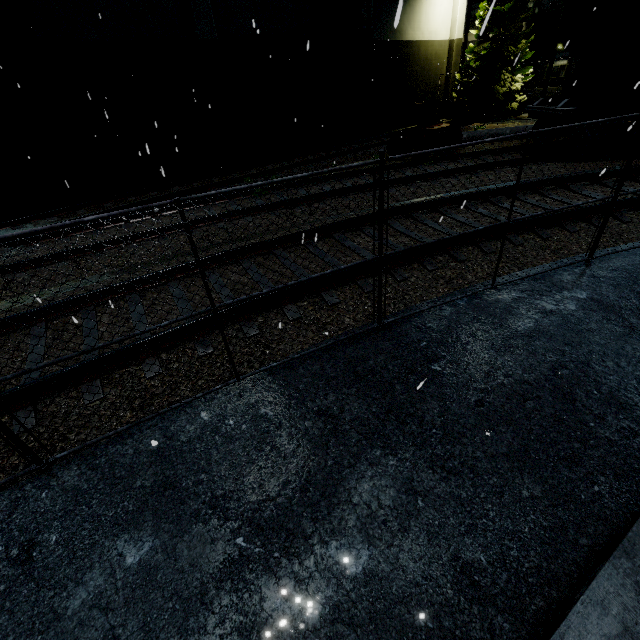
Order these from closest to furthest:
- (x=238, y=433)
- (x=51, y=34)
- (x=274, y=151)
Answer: (x=238, y=433)
(x=51, y=34)
(x=274, y=151)

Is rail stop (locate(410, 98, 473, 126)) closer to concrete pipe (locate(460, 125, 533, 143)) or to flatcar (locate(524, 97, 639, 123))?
concrete pipe (locate(460, 125, 533, 143))

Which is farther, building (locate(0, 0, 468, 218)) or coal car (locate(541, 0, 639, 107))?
building (locate(0, 0, 468, 218))

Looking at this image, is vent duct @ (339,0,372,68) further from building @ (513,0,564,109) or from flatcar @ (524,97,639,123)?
flatcar @ (524,97,639,123)

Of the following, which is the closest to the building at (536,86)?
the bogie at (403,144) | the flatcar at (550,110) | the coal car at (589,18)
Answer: the coal car at (589,18)

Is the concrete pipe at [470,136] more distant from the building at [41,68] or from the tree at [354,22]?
the building at [41,68]

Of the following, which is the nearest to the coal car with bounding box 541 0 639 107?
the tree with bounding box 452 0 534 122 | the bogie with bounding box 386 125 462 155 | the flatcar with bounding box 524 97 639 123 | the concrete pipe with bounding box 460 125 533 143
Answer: the flatcar with bounding box 524 97 639 123

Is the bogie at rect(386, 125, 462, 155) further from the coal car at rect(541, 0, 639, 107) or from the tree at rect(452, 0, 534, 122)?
the tree at rect(452, 0, 534, 122)
